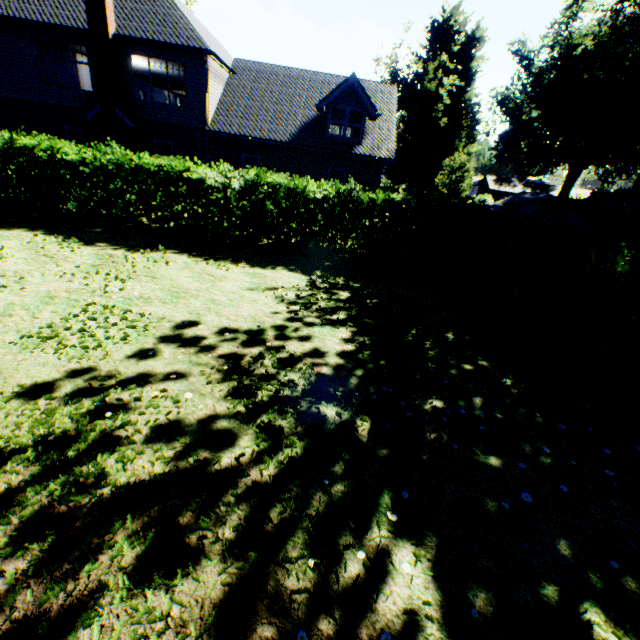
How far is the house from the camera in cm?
5859

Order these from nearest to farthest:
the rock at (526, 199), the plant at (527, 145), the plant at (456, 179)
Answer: the rock at (526, 199) < the plant at (527, 145) < the plant at (456, 179)

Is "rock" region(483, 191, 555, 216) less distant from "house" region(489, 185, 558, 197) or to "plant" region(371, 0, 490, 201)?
"plant" region(371, 0, 490, 201)

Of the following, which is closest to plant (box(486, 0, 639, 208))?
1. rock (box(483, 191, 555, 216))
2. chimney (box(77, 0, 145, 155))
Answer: rock (box(483, 191, 555, 216))

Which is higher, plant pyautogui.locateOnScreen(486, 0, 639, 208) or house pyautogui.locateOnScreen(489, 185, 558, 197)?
plant pyautogui.locateOnScreen(486, 0, 639, 208)

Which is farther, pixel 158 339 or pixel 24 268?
pixel 24 268

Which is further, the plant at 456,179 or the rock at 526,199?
the plant at 456,179

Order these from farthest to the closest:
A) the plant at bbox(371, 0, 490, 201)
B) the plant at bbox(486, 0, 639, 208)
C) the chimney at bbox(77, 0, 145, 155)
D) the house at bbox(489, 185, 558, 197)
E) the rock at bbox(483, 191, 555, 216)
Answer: the house at bbox(489, 185, 558, 197), the plant at bbox(371, 0, 490, 201), the plant at bbox(486, 0, 639, 208), the rock at bbox(483, 191, 555, 216), the chimney at bbox(77, 0, 145, 155)
